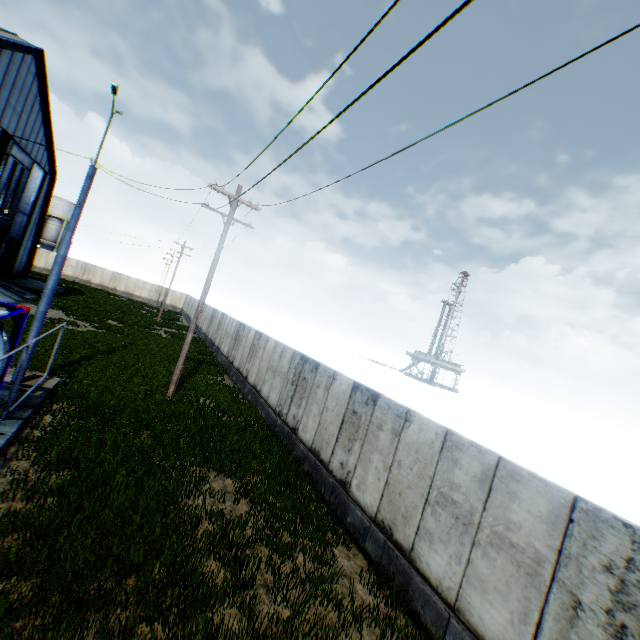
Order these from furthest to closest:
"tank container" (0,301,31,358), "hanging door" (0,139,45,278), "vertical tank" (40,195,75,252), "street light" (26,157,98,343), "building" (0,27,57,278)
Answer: "vertical tank" (40,195,75,252), "hanging door" (0,139,45,278), "building" (0,27,57,278), "street light" (26,157,98,343), "tank container" (0,301,31,358)

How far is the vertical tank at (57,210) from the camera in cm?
5381

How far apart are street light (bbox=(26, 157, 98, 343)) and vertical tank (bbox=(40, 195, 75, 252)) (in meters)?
56.25

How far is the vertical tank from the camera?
53.81m

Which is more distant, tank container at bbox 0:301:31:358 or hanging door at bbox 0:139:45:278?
hanging door at bbox 0:139:45:278

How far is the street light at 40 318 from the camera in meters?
10.7 m

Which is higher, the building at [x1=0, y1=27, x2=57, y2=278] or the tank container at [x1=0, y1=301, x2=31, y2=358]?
the building at [x1=0, y1=27, x2=57, y2=278]

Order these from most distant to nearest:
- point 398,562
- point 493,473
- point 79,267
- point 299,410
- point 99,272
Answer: point 99,272 < point 79,267 < point 299,410 < point 398,562 < point 493,473
